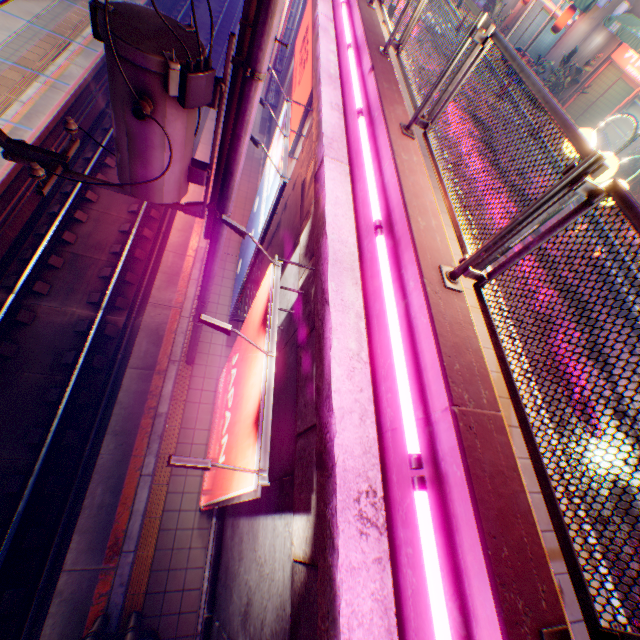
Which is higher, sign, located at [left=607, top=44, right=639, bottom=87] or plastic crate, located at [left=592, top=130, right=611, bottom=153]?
sign, located at [left=607, top=44, right=639, bottom=87]

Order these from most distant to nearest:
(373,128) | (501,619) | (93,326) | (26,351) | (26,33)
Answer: (26,33) < (93,326) < (26,351) < (373,128) < (501,619)

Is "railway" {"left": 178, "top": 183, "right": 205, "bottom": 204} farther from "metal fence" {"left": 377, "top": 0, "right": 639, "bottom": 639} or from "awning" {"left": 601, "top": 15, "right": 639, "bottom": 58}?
"awning" {"left": 601, "top": 15, "right": 639, "bottom": 58}

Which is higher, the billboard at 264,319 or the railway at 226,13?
the billboard at 264,319

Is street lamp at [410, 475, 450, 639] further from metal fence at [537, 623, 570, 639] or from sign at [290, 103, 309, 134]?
sign at [290, 103, 309, 134]

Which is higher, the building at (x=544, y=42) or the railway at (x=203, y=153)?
the building at (x=544, y=42)

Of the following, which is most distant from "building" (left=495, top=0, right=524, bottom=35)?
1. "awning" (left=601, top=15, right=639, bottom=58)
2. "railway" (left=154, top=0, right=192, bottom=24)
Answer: "railway" (left=154, top=0, right=192, bottom=24)

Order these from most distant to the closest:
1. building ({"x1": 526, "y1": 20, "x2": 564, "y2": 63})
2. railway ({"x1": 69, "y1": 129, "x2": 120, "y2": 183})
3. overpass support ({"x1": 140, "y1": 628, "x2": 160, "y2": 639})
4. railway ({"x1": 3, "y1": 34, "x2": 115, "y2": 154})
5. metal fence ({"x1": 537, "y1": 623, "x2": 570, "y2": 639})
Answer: building ({"x1": 526, "y1": 20, "x2": 564, "y2": 63}) → railway ({"x1": 69, "y1": 129, "x2": 120, "y2": 183}) → railway ({"x1": 3, "y1": 34, "x2": 115, "y2": 154}) → overpass support ({"x1": 140, "y1": 628, "x2": 160, "y2": 639}) → metal fence ({"x1": 537, "y1": 623, "x2": 570, "y2": 639})
